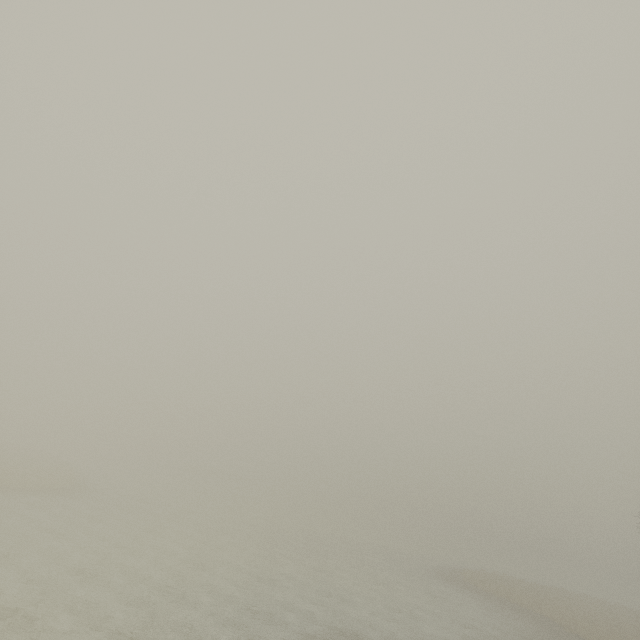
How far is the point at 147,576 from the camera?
19.9 meters
